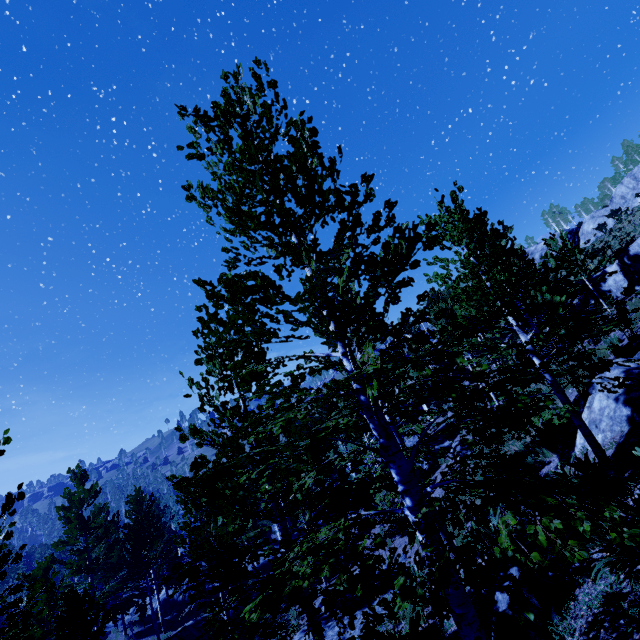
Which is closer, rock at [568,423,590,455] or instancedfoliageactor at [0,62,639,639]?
instancedfoliageactor at [0,62,639,639]

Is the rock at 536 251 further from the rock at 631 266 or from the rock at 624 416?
the rock at 624 416

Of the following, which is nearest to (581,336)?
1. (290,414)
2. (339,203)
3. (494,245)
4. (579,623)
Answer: (579,623)

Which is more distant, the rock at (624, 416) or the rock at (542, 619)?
the rock at (624, 416)

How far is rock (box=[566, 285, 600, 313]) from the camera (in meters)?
19.91

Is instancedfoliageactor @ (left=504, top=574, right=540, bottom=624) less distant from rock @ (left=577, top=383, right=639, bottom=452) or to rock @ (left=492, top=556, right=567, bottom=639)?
rock @ (left=577, top=383, right=639, bottom=452)

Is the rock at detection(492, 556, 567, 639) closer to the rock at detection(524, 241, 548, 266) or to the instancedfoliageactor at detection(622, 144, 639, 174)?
the instancedfoliageactor at detection(622, 144, 639, 174)

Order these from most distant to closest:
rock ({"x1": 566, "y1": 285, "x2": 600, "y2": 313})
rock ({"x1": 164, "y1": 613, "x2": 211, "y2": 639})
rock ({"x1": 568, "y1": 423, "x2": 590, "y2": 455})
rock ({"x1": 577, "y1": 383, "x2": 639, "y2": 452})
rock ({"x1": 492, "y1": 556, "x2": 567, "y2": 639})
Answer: rock ({"x1": 566, "y1": 285, "x2": 600, "y2": 313}), rock ({"x1": 164, "y1": 613, "x2": 211, "y2": 639}), rock ({"x1": 568, "y1": 423, "x2": 590, "y2": 455}), rock ({"x1": 577, "y1": 383, "x2": 639, "y2": 452}), rock ({"x1": 492, "y1": 556, "x2": 567, "y2": 639})
